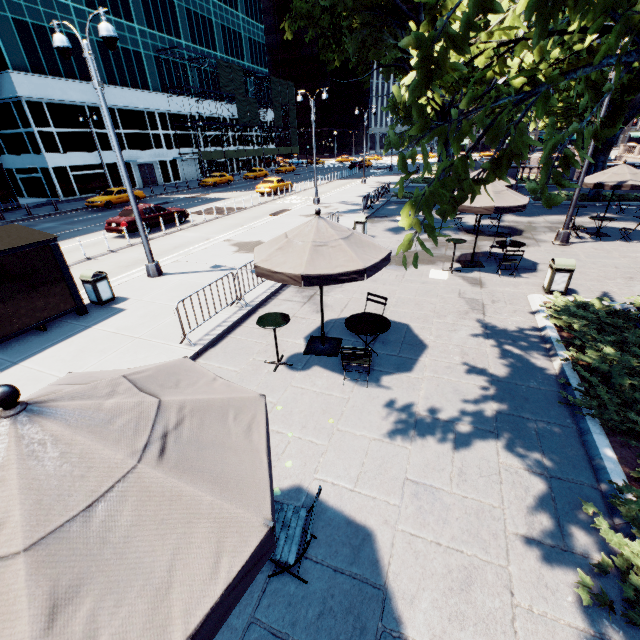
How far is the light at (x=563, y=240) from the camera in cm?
1315

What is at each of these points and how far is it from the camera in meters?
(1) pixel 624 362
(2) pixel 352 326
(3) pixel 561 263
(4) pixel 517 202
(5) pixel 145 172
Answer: (1) bush, 5.9 m
(2) table, 6.6 m
(3) garbage can, 9.2 m
(4) umbrella, 10.1 m
(5) door, 42.9 m

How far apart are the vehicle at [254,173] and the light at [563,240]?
42.4 meters

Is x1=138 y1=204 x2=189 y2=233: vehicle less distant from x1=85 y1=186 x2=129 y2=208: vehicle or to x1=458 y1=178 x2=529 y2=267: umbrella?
x1=85 y1=186 x2=129 y2=208: vehicle

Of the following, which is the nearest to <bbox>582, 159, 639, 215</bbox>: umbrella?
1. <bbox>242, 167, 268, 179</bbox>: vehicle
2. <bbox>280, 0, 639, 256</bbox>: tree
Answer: <bbox>280, 0, 639, 256</bbox>: tree

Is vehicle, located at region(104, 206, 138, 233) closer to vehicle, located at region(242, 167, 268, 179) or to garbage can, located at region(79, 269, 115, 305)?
garbage can, located at region(79, 269, 115, 305)

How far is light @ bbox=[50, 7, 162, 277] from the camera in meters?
8.5 m

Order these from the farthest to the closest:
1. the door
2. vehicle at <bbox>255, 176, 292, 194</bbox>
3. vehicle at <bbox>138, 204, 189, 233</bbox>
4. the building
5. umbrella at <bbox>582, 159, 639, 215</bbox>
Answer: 1. the door
2. vehicle at <bbox>255, 176, 292, 194</bbox>
3. the building
4. vehicle at <bbox>138, 204, 189, 233</bbox>
5. umbrella at <bbox>582, 159, 639, 215</bbox>
